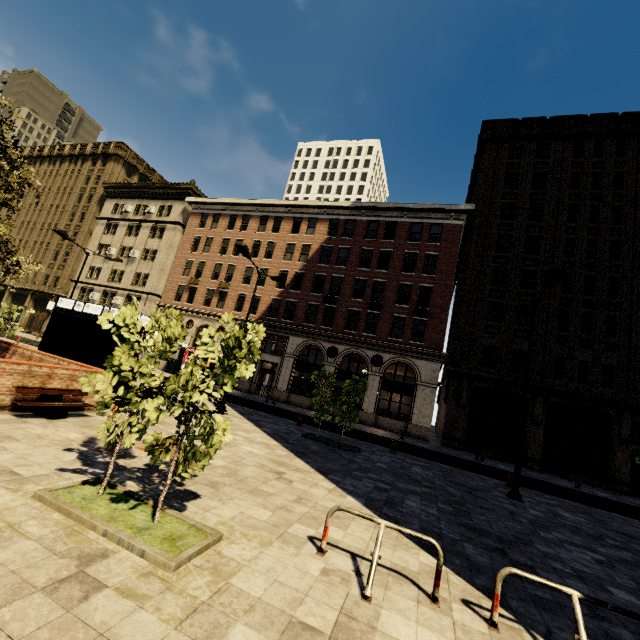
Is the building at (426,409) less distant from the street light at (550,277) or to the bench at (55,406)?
the street light at (550,277)

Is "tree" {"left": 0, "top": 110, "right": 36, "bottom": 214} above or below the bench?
above

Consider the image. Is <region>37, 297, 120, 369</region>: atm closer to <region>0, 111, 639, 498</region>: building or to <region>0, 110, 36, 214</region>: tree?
<region>0, 110, 36, 214</region>: tree

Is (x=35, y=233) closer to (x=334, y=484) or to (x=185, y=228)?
(x=185, y=228)

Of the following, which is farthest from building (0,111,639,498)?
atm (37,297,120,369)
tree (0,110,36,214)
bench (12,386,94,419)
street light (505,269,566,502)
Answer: bench (12,386,94,419)

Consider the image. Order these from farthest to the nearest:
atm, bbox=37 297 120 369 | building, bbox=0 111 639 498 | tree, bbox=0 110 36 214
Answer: building, bbox=0 111 639 498 < atm, bbox=37 297 120 369 < tree, bbox=0 110 36 214

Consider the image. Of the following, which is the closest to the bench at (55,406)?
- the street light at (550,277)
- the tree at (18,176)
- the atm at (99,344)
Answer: the atm at (99,344)

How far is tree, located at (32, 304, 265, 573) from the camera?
4.0m
